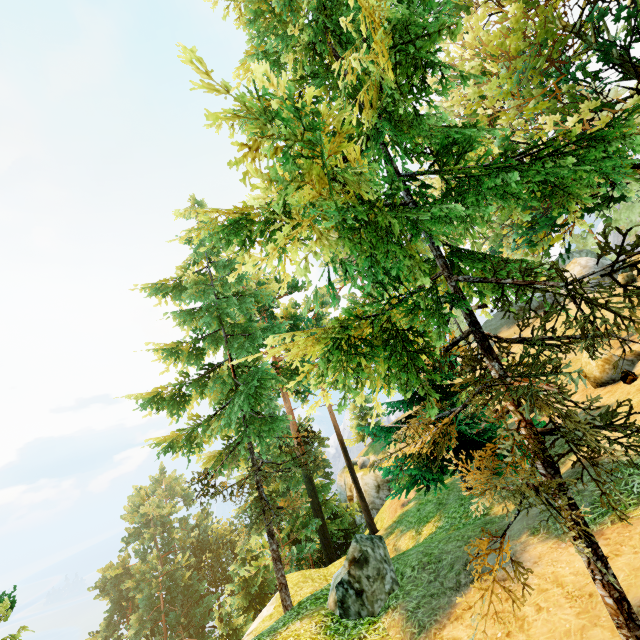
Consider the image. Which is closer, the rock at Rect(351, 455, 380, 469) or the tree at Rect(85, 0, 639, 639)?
the tree at Rect(85, 0, 639, 639)

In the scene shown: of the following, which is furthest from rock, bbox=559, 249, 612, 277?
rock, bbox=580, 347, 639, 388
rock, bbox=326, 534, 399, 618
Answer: rock, bbox=326, 534, 399, 618

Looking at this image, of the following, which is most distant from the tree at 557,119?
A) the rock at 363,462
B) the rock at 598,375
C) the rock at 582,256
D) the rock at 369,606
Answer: the rock at 363,462

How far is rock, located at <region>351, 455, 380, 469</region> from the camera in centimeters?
3807cm

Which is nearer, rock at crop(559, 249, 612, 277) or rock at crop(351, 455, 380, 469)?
rock at crop(559, 249, 612, 277)

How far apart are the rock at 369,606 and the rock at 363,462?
32.2m

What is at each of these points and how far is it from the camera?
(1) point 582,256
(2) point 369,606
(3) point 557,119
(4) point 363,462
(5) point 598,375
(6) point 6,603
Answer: (1) rock, 31.6m
(2) rock, 7.2m
(3) tree, 10.8m
(4) rock, 40.1m
(5) rock, 12.1m
(6) tree, 7.6m

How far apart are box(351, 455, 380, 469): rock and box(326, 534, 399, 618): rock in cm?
3216
